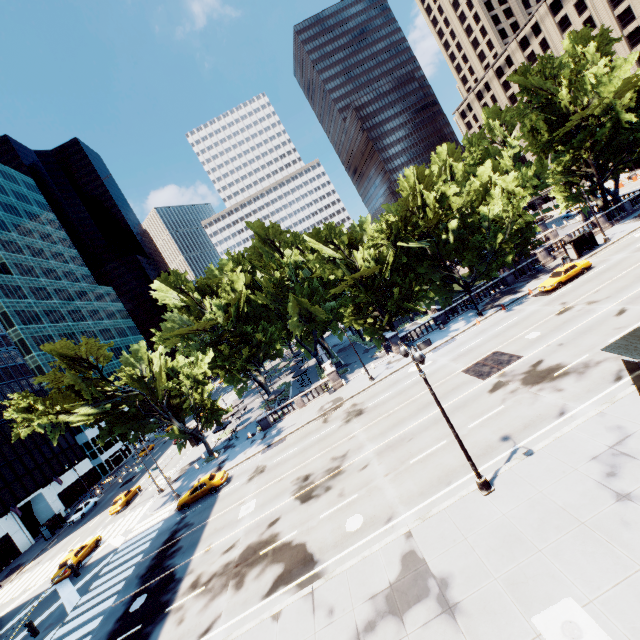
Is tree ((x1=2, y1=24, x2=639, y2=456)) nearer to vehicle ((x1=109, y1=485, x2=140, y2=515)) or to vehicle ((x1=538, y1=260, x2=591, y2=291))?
vehicle ((x1=538, y1=260, x2=591, y2=291))

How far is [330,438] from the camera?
28.11m

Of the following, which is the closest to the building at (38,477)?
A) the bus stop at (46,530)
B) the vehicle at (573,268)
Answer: the bus stop at (46,530)

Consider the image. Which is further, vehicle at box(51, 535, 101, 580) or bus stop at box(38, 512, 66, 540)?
bus stop at box(38, 512, 66, 540)

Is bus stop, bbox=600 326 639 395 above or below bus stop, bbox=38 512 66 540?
above

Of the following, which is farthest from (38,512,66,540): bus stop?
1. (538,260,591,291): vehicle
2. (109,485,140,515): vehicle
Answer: (538,260,591,291): vehicle

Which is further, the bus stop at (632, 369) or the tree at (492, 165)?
the tree at (492, 165)

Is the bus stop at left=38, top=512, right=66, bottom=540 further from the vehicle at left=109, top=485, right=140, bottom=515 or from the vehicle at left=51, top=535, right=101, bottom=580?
the vehicle at left=51, top=535, right=101, bottom=580
